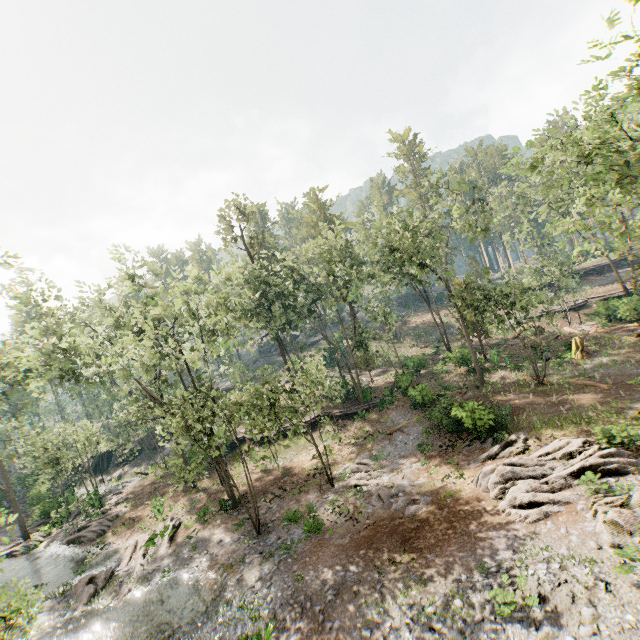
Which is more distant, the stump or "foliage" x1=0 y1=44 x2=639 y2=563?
the stump

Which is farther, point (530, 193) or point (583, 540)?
point (530, 193)

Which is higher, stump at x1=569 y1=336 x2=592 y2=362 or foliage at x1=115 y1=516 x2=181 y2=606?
stump at x1=569 y1=336 x2=592 y2=362

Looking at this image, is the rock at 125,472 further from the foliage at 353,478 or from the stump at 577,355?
the stump at 577,355

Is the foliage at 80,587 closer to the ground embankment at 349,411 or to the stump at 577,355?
the ground embankment at 349,411

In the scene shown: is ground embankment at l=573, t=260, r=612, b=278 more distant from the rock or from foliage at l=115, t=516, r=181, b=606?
the rock

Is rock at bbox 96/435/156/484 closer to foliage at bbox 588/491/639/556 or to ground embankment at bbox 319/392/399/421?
foliage at bbox 588/491/639/556

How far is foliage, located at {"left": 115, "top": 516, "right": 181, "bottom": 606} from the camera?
18.60m
